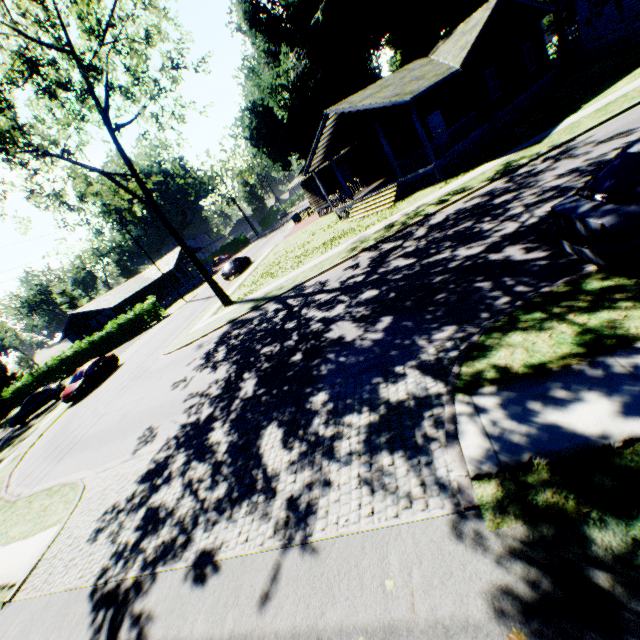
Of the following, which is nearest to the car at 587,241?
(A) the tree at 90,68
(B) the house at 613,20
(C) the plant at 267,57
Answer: (C) the plant at 267,57

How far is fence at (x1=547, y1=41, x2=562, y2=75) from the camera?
27.6m

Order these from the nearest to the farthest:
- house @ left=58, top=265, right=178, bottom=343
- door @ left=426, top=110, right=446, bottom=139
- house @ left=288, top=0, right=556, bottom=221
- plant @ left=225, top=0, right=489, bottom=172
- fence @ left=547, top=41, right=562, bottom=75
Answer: house @ left=288, top=0, right=556, bottom=221 → door @ left=426, top=110, right=446, bottom=139 → fence @ left=547, top=41, right=562, bottom=75 → plant @ left=225, top=0, right=489, bottom=172 → house @ left=58, top=265, right=178, bottom=343

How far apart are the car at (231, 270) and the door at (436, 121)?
20.92m

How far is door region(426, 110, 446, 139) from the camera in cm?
2062

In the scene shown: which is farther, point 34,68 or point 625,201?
point 34,68

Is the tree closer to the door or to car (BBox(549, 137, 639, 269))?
the door

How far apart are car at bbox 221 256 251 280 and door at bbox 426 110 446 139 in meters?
20.9
